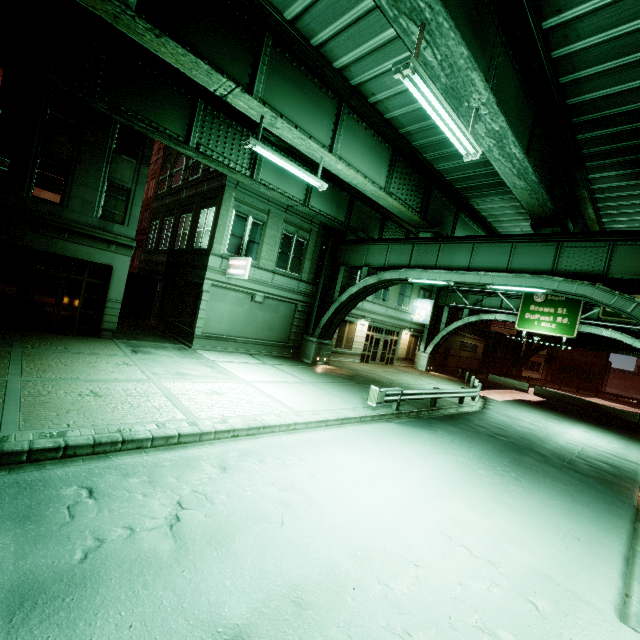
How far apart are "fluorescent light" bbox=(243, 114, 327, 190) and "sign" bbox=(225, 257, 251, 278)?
5.8m

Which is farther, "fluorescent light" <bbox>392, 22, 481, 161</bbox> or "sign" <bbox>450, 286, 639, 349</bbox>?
"sign" <bbox>450, 286, 639, 349</bbox>

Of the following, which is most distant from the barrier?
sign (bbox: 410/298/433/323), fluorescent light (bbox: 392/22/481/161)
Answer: fluorescent light (bbox: 392/22/481/161)

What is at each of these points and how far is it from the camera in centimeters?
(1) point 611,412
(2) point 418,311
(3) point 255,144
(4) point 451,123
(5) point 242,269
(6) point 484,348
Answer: (1) barrier, 2859cm
(2) sign, 3134cm
(3) fluorescent light, 991cm
(4) fluorescent light, 697cm
(5) sign, 1681cm
(6) building, 4647cm

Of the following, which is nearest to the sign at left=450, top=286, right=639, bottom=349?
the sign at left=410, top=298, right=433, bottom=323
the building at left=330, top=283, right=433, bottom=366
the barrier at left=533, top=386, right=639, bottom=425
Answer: the sign at left=410, top=298, right=433, bottom=323

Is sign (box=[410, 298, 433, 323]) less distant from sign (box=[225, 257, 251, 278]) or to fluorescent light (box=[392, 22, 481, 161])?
sign (box=[225, 257, 251, 278])

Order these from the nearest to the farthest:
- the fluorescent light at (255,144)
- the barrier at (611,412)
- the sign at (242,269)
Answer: the fluorescent light at (255,144) < the sign at (242,269) < the barrier at (611,412)

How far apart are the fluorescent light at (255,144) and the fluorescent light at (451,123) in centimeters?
514cm
